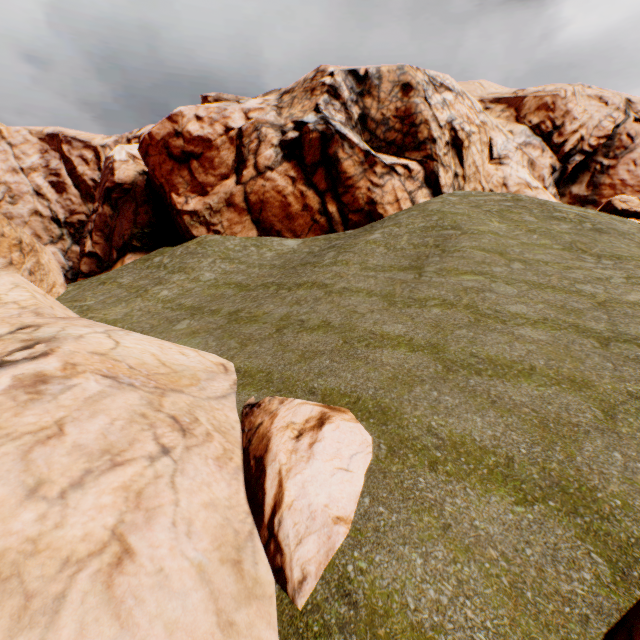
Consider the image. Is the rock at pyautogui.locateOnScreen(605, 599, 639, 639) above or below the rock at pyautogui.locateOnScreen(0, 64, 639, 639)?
below

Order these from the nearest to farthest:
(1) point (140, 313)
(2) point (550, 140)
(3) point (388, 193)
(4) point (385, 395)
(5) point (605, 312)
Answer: (4) point (385, 395) → (5) point (605, 312) → (1) point (140, 313) → (3) point (388, 193) → (2) point (550, 140)

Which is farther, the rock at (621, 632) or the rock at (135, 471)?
the rock at (135, 471)

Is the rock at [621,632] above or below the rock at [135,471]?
below

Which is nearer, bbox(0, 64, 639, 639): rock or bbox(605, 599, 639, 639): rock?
bbox(605, 599, 639, 639): rock
